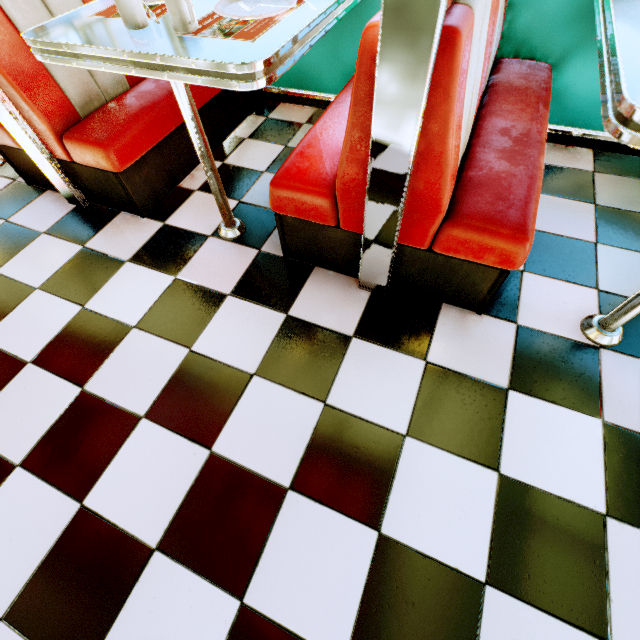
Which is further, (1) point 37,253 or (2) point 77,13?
(1) point 37,253

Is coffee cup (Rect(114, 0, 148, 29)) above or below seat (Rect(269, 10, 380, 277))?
above

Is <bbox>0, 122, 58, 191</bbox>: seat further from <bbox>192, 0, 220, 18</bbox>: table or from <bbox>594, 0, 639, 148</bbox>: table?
<bbox>594, 0, 639, 148</bbox>: table

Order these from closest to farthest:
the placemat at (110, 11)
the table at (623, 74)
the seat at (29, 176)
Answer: the table at (623, 74) < the placemat at (110, 11) < the seat at (29, 176)

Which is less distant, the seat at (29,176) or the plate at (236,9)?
the plate at (236,9)

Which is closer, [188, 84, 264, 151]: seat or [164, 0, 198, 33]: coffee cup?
[164, 0, 198, 33]: coffee cup

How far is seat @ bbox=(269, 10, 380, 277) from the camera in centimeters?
94cm

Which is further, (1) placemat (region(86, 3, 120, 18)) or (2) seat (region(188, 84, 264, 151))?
(2) seat (region(188, 84, 264, 151))
